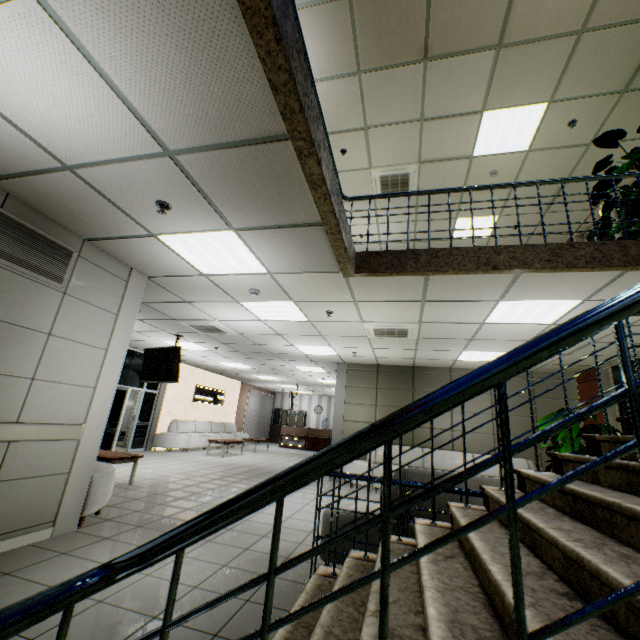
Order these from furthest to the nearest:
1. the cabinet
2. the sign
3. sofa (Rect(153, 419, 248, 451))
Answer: the cabinet → the sign → sofa (Rect(153, 419, 248, 451))

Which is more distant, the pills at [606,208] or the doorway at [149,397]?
the doorway at [149,397]

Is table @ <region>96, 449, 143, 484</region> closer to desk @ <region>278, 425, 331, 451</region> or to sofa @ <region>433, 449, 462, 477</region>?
sofa @ <region>433, 449, 462, 477</region>

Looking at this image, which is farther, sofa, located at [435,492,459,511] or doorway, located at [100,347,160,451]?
doorway, located at [100,347,160,451]

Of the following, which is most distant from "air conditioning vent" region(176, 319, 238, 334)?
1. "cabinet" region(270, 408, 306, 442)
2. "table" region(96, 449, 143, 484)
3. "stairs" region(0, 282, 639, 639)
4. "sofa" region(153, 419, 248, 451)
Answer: "cabinet" region(270, 408, 306, 442)

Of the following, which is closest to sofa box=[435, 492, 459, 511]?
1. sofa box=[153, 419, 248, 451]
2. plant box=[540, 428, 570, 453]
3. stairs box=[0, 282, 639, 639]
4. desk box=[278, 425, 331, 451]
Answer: stairs box=[0, 282, 639, 639]

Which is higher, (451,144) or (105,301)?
(451,144)

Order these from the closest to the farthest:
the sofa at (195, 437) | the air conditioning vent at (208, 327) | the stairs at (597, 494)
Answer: the stairs at (597, 494) → the air conditioning vent at (208, 327) → the sofa at (195, 437)
